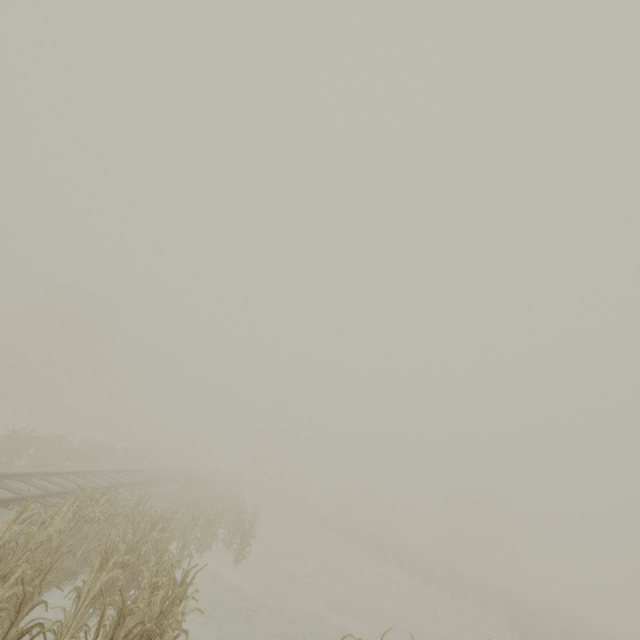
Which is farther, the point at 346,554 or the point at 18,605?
the point at 346,554
